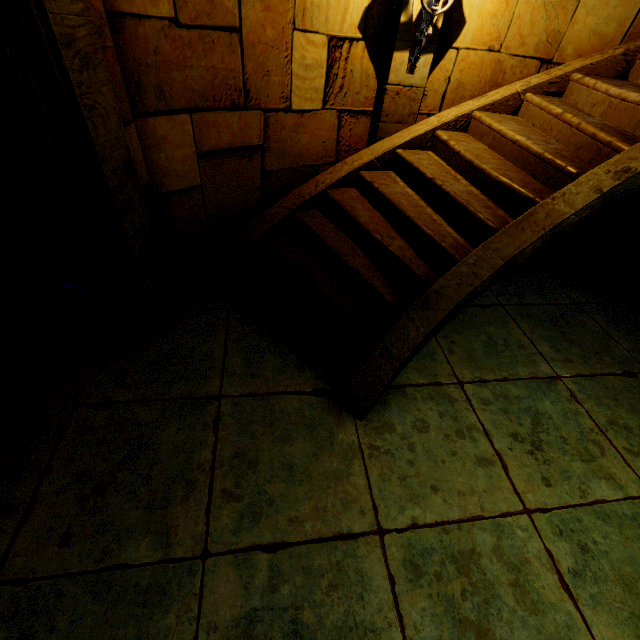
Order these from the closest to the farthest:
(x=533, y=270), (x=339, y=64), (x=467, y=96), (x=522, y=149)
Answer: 1. (x=522, y=149)
2. (x=339, y=64)
3. (x=467, y=96)
4. (x=533, y=270)
